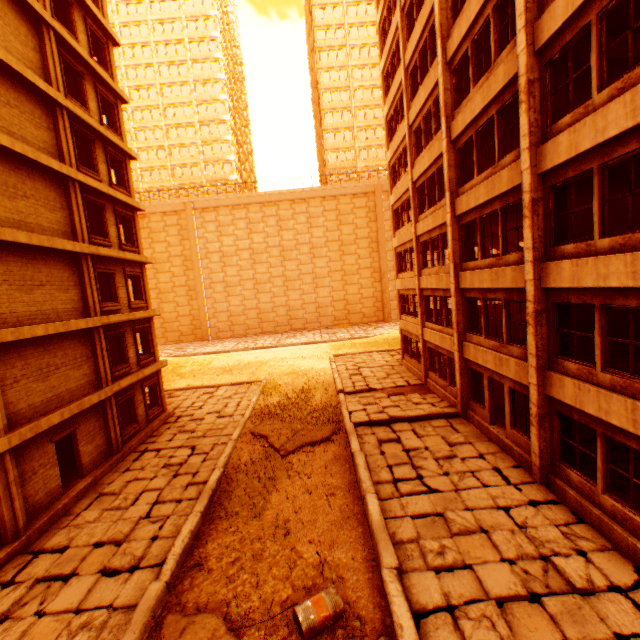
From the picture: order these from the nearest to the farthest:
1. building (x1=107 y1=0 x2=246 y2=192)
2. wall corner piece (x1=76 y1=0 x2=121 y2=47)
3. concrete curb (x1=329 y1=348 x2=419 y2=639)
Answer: concrete curb (x1=329 y1=348 x2=419 y2=639), wall corner piece (x1=76 y1=0 x2=121 y2=47), building (x1=107 y1=0 x2=246 y2=192)

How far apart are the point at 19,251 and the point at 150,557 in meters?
10.6

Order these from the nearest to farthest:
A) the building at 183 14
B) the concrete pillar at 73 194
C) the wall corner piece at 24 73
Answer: the wall corner piece at 24 73 < the concrete pillar at 73 194 < the building at 183 14

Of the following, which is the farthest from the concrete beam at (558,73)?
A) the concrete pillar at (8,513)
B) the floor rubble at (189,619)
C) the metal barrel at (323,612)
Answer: the concrete pillar at (8,513)

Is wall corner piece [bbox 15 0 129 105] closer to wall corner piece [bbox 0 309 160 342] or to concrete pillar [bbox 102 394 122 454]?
wall corner piece [bbox 0 309 160 342]

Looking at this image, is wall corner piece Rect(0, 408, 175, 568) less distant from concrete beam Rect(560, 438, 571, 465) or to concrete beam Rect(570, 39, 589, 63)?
concrete beam Rect(560, 438, 571, 465)

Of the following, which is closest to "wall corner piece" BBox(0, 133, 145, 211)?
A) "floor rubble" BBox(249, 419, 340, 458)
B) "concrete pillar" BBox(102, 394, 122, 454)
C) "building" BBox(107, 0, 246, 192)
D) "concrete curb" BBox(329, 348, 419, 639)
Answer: "concrete pillar" BBox(102, 394, 122, 454)

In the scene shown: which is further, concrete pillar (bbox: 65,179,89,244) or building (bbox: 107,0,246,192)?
building (bbox: 107,0,246,192)
